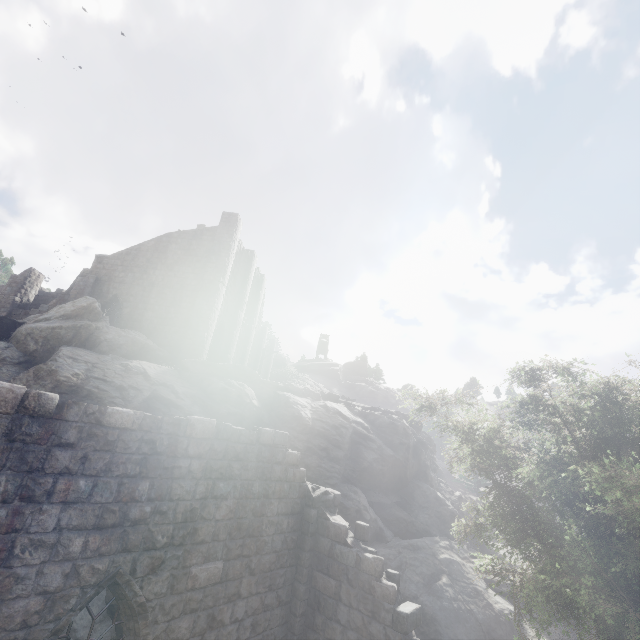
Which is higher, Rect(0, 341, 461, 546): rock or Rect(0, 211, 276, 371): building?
Rect(0, 211, 276, 371): building

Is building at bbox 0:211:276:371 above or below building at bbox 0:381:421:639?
above

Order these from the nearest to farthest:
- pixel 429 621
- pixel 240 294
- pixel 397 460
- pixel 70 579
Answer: pixel 70 579, pixel 429 621, pixel 397 460, pixel 240 294

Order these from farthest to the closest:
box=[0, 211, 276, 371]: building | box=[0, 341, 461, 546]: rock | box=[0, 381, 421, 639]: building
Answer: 1. box=[0, 211, 276, 371]: building
2. box=[0, 341, 461, 546]: rock
3. box=[0, 381, 421, 639]: building

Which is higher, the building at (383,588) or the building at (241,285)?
the building at (241,285)

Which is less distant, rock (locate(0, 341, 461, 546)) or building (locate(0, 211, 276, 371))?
rock (locate(0, 341, 461, 546))

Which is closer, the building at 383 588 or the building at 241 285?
the building at 383 588
